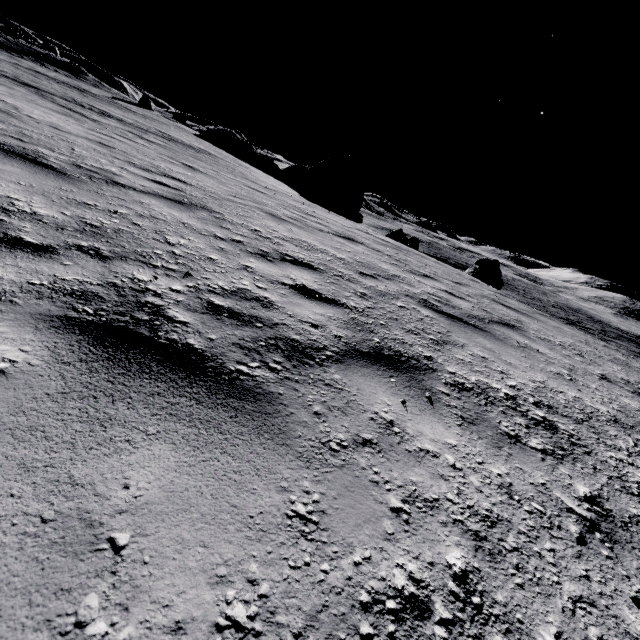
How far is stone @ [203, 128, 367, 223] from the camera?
30.0m

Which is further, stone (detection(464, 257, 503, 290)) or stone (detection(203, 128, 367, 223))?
stone (detection(203, 128, 367, 223))

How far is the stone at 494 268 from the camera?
18.47m

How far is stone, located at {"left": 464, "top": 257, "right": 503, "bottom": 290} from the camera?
18.5m

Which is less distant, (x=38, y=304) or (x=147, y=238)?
(x=38, y=304)

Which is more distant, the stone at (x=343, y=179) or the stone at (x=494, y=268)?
the stone at (x=343, y=179)
